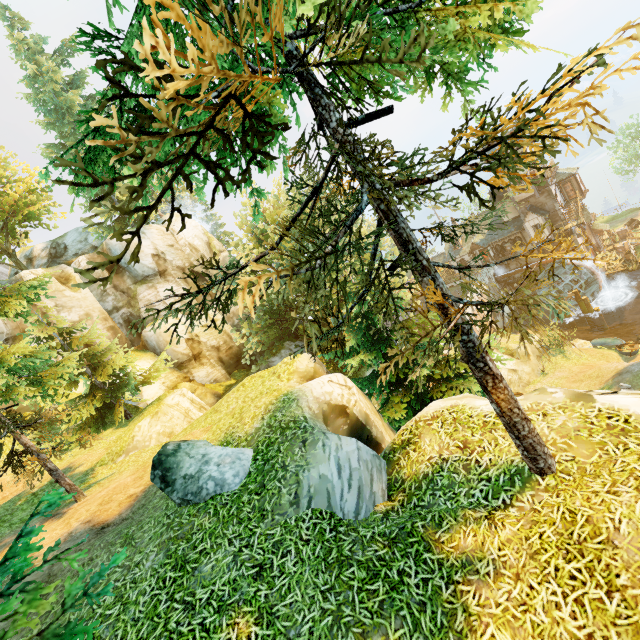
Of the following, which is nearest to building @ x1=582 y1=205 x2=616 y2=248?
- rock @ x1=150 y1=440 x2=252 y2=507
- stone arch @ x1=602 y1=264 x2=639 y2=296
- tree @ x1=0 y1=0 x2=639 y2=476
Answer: stone arch @ x1=602 y1=264 x2=639 y2=296

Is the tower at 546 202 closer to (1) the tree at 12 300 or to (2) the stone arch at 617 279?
(2) the stone arch at 617 279

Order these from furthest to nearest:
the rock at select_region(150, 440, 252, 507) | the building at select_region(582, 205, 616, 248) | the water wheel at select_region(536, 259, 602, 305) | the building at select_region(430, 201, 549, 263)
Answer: the building at select_region(582, 205, 616, 248)
the building at select_region(430, 201, 549, 263)
the water wheel at select_region(536, 259, 602, 305)
the rock at select_region(150, 440, 252, 507)

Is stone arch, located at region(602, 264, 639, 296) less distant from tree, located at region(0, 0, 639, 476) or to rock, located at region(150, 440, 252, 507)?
tree, located at region(0, 0, 639, 476)

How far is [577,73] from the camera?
2.2 meters

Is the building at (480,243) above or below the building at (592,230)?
above

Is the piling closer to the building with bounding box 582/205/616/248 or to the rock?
the building with bounding box 582/205/616/248

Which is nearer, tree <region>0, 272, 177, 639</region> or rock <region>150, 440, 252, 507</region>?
tree <region>0, 272, 177, 639</region>
